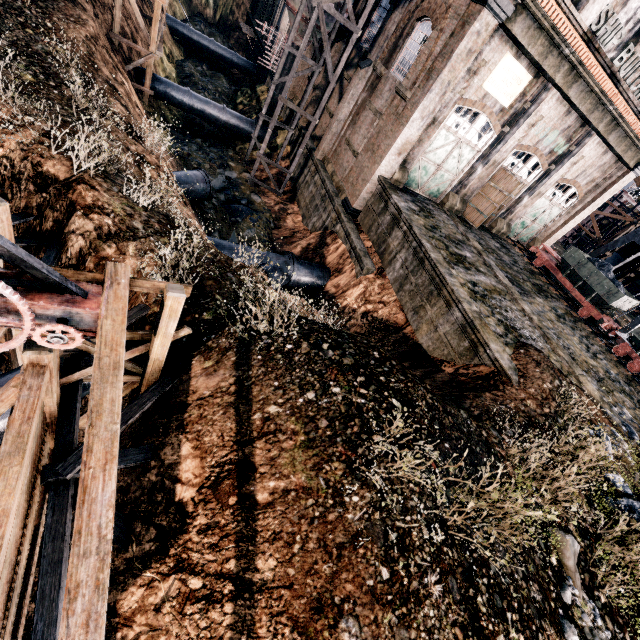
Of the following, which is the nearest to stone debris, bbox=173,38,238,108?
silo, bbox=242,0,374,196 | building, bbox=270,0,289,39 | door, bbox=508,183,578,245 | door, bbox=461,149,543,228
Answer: silo, bbox=242,0,374,196

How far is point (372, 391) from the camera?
7.3 meters

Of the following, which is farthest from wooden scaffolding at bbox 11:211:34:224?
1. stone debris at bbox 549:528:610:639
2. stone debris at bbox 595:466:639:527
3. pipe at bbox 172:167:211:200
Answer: stone debris at bbox 595:466:639:527

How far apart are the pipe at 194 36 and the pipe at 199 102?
18.4m

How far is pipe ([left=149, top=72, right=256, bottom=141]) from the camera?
25.30m

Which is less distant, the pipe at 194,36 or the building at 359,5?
the building at 359,5

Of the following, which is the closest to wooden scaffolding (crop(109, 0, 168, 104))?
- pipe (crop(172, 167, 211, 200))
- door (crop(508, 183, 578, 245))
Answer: pipe (crop(172, 167, 211, 200))

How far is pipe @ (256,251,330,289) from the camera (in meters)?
17.25
